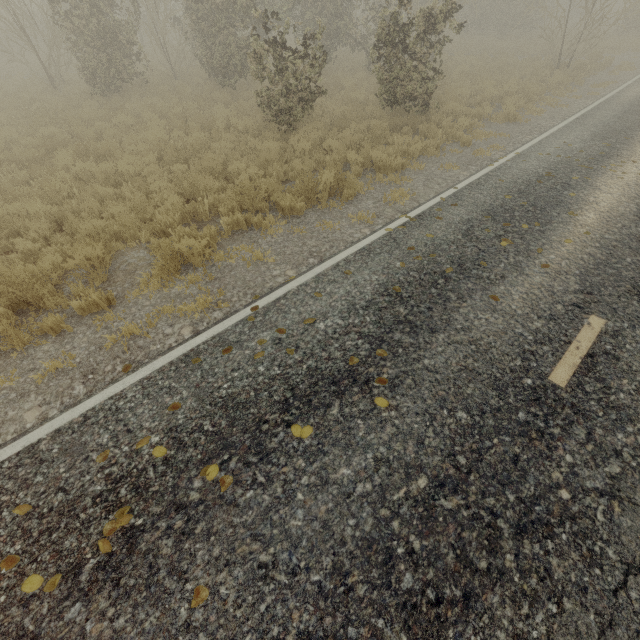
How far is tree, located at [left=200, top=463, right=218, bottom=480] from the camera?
3.1 meters

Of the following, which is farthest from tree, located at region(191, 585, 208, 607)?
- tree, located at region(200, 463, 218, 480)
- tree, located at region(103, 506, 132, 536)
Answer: tree, located at region(103, 506, 132, 536)

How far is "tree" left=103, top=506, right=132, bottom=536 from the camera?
2.8 meters

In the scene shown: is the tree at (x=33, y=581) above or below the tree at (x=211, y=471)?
below

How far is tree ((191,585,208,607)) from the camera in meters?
2.4

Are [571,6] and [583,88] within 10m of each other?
no

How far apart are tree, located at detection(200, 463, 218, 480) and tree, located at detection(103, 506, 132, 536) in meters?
0.7 m
